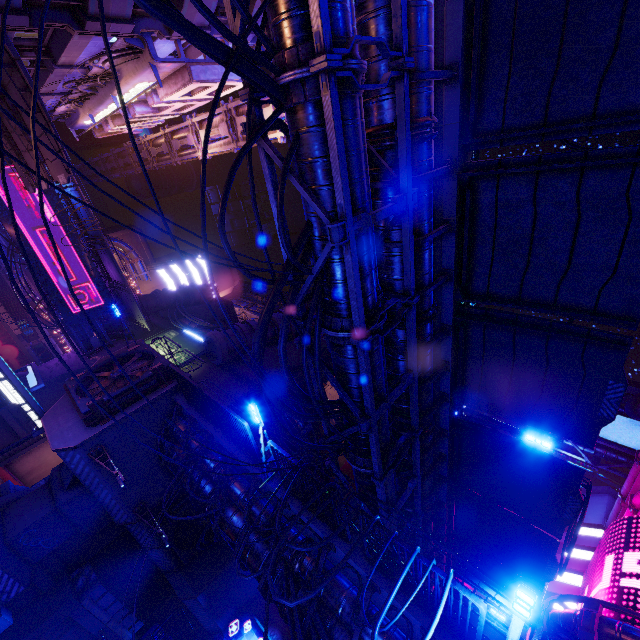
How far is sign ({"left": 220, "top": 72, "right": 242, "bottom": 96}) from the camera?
14.2 meters

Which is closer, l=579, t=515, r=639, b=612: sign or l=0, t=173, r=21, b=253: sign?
l=579, t=515, r=639, b=612: sign

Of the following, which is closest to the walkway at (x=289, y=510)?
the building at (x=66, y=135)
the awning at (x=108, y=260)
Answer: the awning at (x=108, y=260)

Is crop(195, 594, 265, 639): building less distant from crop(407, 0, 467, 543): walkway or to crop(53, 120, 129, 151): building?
crop(407, 0, 467, 543): walkway

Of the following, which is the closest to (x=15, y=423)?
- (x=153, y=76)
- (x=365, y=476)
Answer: (x=153, y=76)

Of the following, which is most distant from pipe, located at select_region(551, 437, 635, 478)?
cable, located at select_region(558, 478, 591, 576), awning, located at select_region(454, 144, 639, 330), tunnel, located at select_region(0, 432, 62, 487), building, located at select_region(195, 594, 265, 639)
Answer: awning, located at select_region(454, 144, 639, 330)

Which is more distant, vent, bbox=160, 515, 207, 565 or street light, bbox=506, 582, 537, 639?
vent, bbox=160, 515, 207, 565

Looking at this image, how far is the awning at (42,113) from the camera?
10.7 meters
